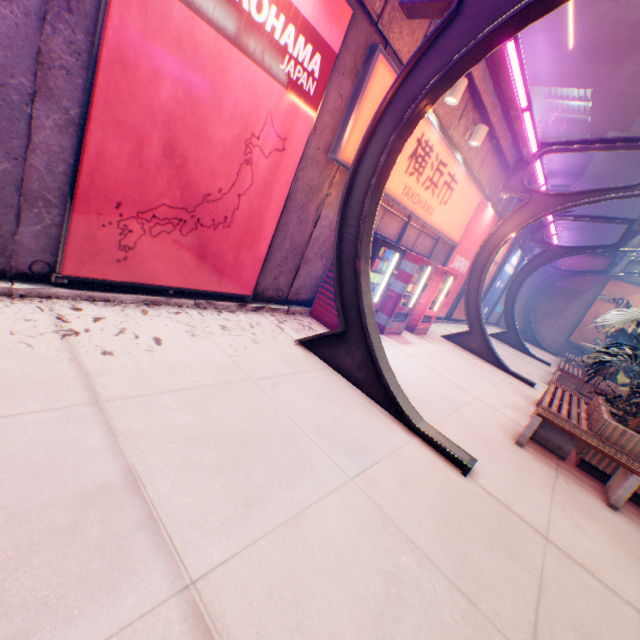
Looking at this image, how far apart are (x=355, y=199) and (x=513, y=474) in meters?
4.2

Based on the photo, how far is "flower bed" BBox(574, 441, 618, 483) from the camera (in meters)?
4.80

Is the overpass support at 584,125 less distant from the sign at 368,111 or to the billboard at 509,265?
the billboard at 509,265

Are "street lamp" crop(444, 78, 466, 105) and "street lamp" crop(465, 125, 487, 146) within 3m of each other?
yes

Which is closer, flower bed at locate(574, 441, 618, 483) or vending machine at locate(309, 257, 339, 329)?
flower bed at locate(574, 441, 618, 483)

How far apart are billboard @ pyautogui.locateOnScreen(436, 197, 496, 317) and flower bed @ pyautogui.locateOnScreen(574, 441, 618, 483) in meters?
6.2 m

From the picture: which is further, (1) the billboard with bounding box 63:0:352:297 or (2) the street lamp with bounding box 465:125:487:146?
(2) the street lamp with bounding box 465:125:487:146

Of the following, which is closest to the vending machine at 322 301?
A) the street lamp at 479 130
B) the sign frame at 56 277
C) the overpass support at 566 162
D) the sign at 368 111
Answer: the sign at 368 111
